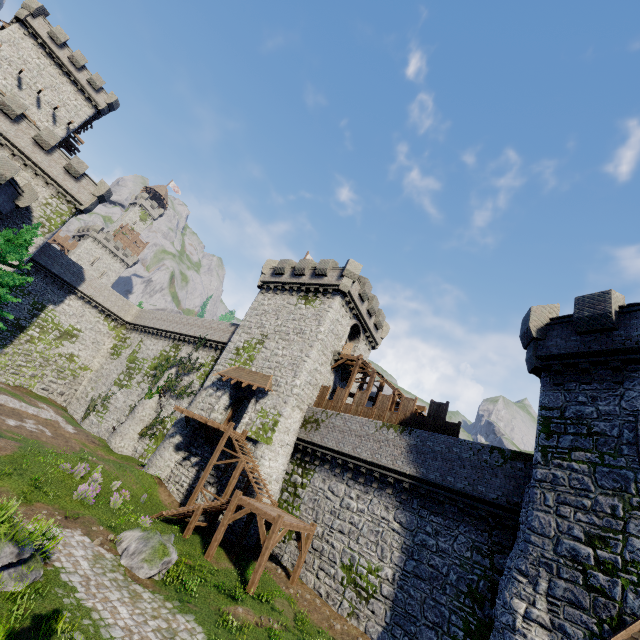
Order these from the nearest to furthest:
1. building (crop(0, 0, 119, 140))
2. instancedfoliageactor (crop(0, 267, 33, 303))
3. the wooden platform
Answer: instancedfoliageactor (crop(0, 267, 33, 303))
the wooden platform
building (crop(0, 0, 119, 140))

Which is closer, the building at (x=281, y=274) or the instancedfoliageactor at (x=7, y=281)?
the instancedfoliageactor at (x=7, y=281)

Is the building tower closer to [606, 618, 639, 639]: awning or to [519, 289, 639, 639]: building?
[519, 289, 639, 639]: building

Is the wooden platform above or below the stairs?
above

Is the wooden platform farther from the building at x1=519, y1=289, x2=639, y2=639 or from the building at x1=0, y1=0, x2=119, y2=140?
the building at x1=0, y1=0, x2=119, y2=140

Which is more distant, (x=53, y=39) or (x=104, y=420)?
(x=53, y=39)

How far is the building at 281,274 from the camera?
24.9 meters

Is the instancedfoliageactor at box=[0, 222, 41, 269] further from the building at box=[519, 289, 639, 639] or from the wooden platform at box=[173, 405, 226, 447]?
the building at box=[519, 289, 639, 639]
